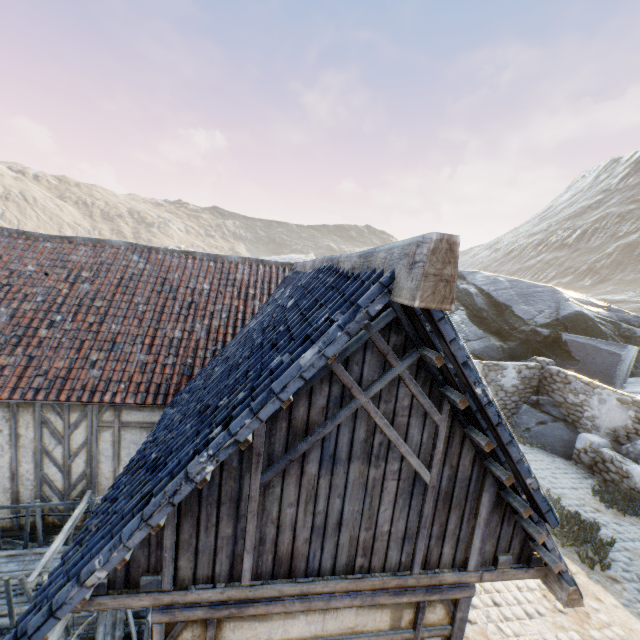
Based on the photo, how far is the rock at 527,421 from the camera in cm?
1246

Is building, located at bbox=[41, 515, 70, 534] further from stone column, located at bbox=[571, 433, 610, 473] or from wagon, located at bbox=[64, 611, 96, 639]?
stone column, located at bbox=[571, 433, 610, 473]

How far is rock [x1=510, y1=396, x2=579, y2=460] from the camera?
12.5 meters

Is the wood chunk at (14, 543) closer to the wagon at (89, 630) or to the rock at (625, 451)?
the wagon at (89, 630)

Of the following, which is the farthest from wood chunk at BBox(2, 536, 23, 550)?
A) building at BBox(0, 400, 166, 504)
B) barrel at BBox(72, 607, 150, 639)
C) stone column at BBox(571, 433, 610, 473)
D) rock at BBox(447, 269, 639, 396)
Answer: stone column at BBox(571, 433, 610, 473)

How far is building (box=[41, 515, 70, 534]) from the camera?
6.5m

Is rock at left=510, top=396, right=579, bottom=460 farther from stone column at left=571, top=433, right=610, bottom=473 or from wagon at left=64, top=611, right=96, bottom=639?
wagon at left=64, top=611, right=96, bottom=639

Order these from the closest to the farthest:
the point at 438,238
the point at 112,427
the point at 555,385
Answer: the point at 438,238
the point at 112,427
the point at 555,385
